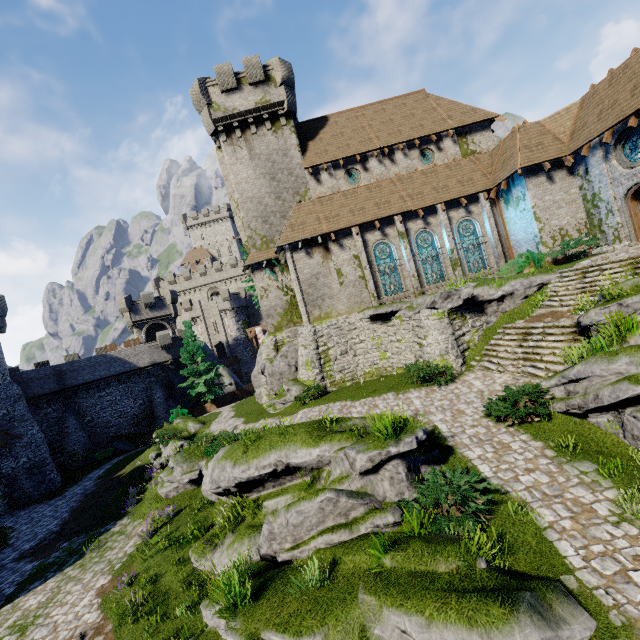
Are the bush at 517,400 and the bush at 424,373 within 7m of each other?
yes

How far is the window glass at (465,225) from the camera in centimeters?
2216cm

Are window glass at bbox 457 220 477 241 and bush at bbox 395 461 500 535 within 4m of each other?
no

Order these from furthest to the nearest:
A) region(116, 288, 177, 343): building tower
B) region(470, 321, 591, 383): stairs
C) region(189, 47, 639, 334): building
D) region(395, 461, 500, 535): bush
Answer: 1. region(116, 288, 177, 343): building tower
2. region(189, 47, 639, 334): building
3. region(470, 321, 591, 383): stairs
4. region(395, 461, 500, 535): bush

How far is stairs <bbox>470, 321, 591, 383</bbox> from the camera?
12.1 meters

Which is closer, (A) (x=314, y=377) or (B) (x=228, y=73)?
(A) (x=314, y=377)

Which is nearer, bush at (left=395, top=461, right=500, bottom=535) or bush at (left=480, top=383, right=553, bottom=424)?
bush at (left=395, top=461, right=500, bottom=535)

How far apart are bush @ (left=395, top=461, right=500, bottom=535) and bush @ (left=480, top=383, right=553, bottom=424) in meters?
3.3 m
